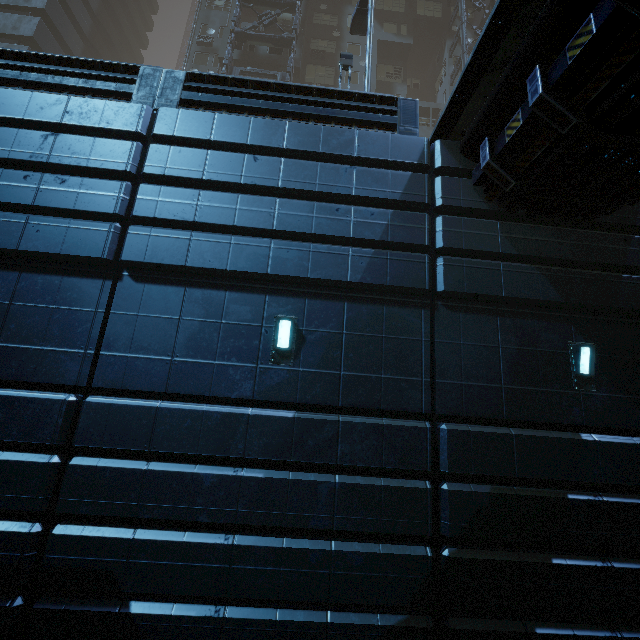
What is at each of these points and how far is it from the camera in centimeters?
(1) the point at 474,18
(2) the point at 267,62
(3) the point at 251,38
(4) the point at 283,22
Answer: (1) building, 2830cm
(2) building, 2362cm
(3) building structure, 2297cm
(4) building, 2488cm

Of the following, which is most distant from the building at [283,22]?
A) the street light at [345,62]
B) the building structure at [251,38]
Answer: the street light at [345,62]

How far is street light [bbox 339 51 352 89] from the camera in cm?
1114

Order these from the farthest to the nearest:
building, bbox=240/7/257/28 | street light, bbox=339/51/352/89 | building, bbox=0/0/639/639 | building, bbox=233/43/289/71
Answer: building, bbox=240/7/257/28, building, bbox=233/43/289/71, street light, bbox=339/51/352/89, building, bbox=0/0/639/639

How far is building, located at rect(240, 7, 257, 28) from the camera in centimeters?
2641cm

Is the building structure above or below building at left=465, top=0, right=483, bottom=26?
below

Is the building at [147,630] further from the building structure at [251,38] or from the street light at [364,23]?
the street light at [364,23]

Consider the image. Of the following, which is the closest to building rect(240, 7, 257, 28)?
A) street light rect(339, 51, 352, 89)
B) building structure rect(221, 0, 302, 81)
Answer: building structure rect(221, 0, 302, 81)
